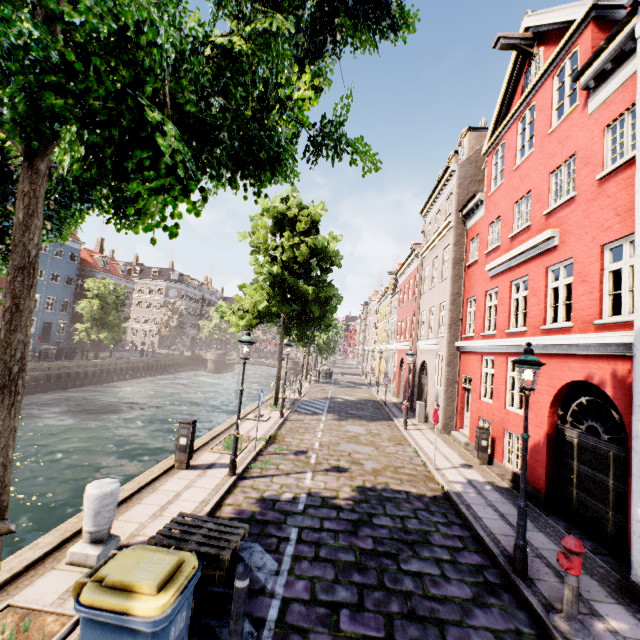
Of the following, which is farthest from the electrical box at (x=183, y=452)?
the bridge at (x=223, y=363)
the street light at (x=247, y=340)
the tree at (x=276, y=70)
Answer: the bridge at (x=223, y=363)

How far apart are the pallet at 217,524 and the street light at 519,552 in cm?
460

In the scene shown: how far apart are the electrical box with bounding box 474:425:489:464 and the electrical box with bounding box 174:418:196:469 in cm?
935

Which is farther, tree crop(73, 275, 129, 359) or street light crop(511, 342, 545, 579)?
tree crop(73, 275, 129, 359)

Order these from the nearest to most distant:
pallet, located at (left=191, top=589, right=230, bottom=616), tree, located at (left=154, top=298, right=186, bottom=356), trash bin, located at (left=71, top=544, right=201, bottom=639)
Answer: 1. trash bin, located at (left=71, top=544, right=201, bottom=639)
2. pallet, located at (left=191, top=589, right=230, bottom=616)
3. tree, located at (left=154, top=298, right=186, bottom=356)

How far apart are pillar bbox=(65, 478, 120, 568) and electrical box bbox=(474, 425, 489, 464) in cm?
1070

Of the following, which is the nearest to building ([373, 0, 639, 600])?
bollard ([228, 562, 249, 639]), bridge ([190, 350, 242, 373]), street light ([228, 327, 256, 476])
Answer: street light ([228, 327, 256, 476])

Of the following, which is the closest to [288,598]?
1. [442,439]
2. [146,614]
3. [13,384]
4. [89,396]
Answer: [146,614]
